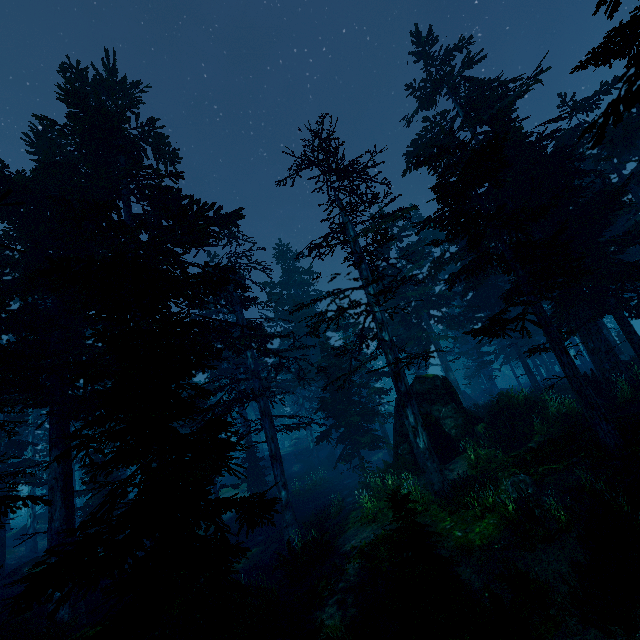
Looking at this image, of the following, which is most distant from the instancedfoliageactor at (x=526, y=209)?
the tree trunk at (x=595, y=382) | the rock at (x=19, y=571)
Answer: the tree trunk at (x=595, y=382)

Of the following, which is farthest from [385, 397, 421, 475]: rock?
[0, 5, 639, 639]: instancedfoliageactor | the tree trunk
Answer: the tree trunk

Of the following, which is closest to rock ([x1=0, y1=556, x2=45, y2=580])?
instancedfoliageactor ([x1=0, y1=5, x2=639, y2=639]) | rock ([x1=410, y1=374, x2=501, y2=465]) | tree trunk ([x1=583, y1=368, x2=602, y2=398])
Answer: instancedfoliageactor ([x1=0, y1=5, x2=639, y2=639])

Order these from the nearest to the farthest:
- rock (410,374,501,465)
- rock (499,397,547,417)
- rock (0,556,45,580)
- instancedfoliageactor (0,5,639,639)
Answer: instancedfoliageactor (0,5,639,639)
rock (410,374,501,465)
rock (499,397,547,417)
rock (0,556,45,580)

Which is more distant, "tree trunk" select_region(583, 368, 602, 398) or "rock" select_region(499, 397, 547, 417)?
"tree trunk" select_region(583, 368, 602, 398)

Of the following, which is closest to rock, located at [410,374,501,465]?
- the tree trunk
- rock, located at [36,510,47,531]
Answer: the tree trunk

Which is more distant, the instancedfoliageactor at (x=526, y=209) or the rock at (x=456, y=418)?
the rock at (x=456, y=418)

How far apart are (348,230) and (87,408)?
13.40m
